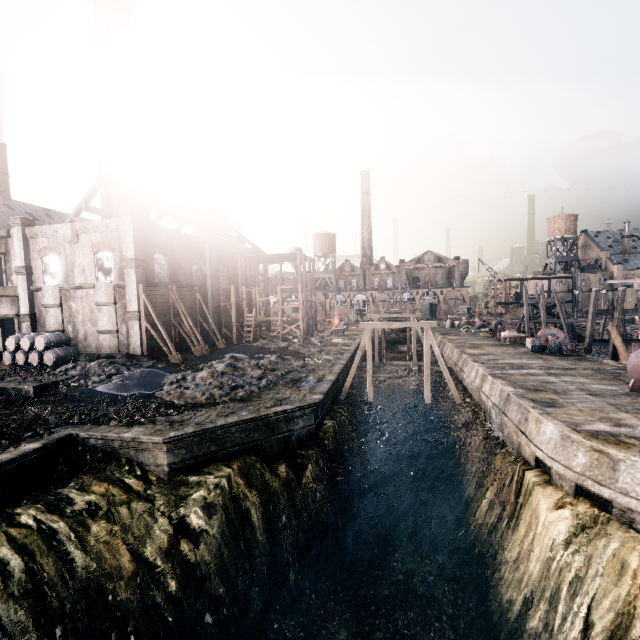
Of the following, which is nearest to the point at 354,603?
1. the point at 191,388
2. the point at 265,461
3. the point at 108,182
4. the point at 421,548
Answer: the point at 421,548

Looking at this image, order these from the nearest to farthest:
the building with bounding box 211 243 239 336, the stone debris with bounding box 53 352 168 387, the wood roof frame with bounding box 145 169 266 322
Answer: the stone debris with bounding box 53 352 168 387, the wood roof frame with bounding box 145 169 266 322, the building with bounding box 211 243 239 336

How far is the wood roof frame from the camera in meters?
36.0

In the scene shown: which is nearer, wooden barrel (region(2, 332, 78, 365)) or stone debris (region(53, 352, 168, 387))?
stone debris (region(53, 352, 168, 387))

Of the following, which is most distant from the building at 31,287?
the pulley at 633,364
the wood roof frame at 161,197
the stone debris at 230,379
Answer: the pulley at 633,364

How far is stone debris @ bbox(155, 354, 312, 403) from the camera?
20.5m

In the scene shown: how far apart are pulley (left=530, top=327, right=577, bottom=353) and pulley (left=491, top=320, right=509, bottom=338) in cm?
1009

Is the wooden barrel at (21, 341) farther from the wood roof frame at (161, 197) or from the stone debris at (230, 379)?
the wood roof frame at (161, 197)
